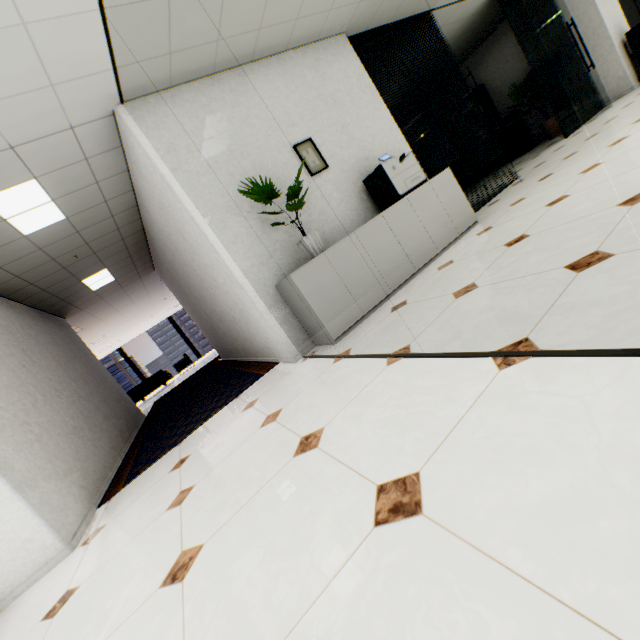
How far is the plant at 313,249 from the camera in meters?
2.9 m

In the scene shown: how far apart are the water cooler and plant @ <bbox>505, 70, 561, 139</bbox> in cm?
52

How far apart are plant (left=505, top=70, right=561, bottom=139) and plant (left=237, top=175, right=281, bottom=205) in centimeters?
785cm

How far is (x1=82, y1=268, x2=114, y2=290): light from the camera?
6.35m

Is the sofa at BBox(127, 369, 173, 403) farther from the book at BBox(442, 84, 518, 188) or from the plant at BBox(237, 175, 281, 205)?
the book at BBox(442, 84, 518, 188)

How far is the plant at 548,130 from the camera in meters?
7.5 m

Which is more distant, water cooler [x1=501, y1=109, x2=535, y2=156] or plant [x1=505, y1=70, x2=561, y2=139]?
water cooler [x1=501, y1=109, x2=535, y2=156]

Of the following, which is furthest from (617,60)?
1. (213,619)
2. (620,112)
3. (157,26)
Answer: (213,619)
